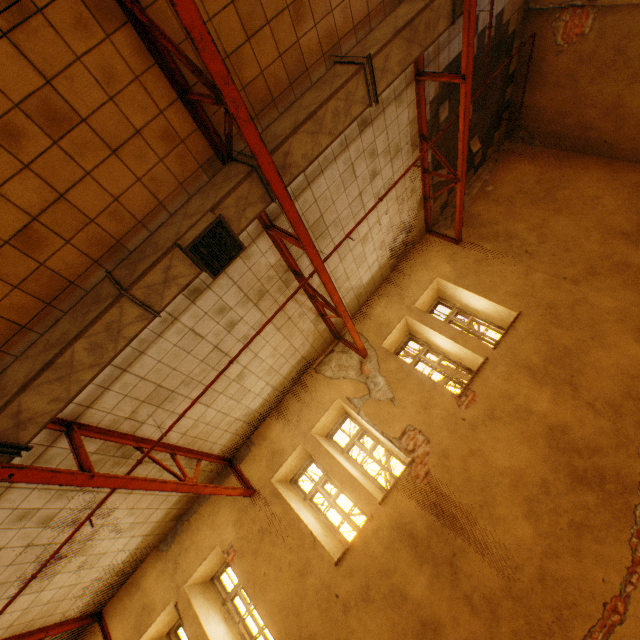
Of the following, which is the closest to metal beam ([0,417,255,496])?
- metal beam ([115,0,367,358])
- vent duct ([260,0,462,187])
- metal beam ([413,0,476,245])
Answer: vent duct ([260,0,462,187])

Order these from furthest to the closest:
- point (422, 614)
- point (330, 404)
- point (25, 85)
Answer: point (330, 404), point (422, 614), point (25, 85)

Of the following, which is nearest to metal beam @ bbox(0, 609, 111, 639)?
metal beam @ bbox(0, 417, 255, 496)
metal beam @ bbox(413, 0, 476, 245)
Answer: metal beam @ bbox(0, 417, 255, 496)

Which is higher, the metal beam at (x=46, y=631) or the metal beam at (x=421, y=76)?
the metal beam at (x=46, y=631)

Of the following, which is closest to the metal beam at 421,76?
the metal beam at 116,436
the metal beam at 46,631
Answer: the metal beam at 116,436

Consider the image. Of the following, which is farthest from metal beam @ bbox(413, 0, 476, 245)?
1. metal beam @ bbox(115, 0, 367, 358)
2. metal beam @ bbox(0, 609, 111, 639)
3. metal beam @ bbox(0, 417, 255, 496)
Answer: metal beam @ bbox(0, 609, 111, 639)

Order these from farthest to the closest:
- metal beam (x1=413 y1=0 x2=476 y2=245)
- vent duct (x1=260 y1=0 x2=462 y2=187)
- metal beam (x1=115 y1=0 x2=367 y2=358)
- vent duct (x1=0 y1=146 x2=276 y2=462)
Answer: metal beam (x1=413 y1=0 x2=476 y2=245), vent duct (x1=260 y1=0 x2=462 y2=187), vent duct (x1=0 y1=146 x2=276 y2=462), metal beam (x1=115 y1=0 x2=367 y2=358)

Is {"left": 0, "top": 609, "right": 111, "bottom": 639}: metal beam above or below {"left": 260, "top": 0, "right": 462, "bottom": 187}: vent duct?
above
